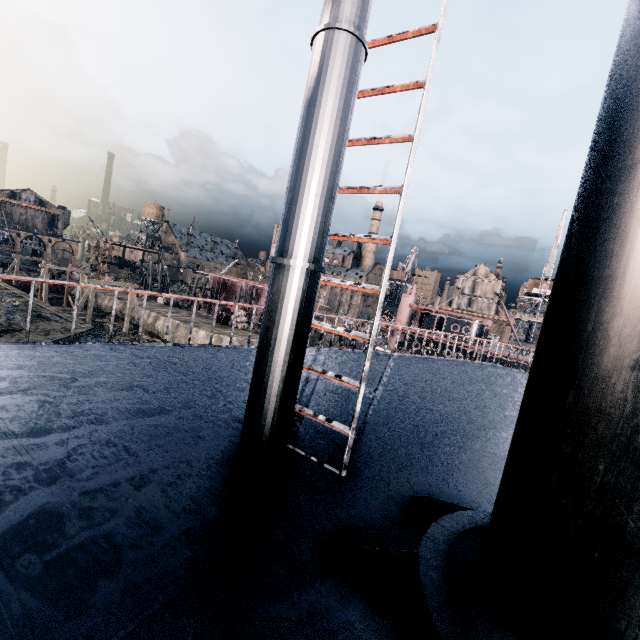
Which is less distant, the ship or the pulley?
the ship

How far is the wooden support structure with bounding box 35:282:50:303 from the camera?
44.9m

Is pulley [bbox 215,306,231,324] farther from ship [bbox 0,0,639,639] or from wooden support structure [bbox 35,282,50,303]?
ship [bbox 0,0,639,639]

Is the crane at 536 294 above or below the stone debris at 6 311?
above

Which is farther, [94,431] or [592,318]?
[94,431]

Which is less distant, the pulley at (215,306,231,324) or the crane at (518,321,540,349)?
the pulley at (215,306,231,324)

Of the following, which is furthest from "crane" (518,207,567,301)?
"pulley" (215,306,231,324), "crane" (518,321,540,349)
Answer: "pulley" (215,306,231,324)

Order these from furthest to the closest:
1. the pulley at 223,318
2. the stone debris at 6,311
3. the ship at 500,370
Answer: the pulley at 223,318 < the stone debris at 6,311 < the ship at 500,370
